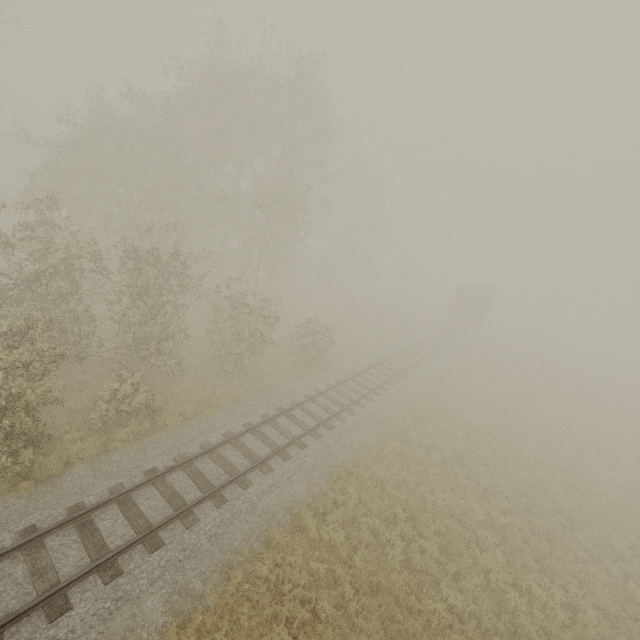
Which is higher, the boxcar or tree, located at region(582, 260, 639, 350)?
tree, located at region(582, 260, 639, 350)

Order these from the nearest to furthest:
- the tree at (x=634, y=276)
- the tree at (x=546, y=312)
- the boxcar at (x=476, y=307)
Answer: the boxcar at (x=476, y=307) → the tree at (x=546, y=312) → the tree at (x=634, y=276)

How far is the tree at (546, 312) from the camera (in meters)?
48.48

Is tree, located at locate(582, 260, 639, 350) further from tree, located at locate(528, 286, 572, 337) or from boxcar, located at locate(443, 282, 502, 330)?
boxcar, located at locate(443, 282, 502, 330)

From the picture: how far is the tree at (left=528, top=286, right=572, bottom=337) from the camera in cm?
4848

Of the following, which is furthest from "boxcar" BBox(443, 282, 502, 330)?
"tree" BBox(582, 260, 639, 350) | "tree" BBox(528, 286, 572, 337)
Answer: "tree" BBox(582, 260, 639, 350)

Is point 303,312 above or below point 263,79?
below
